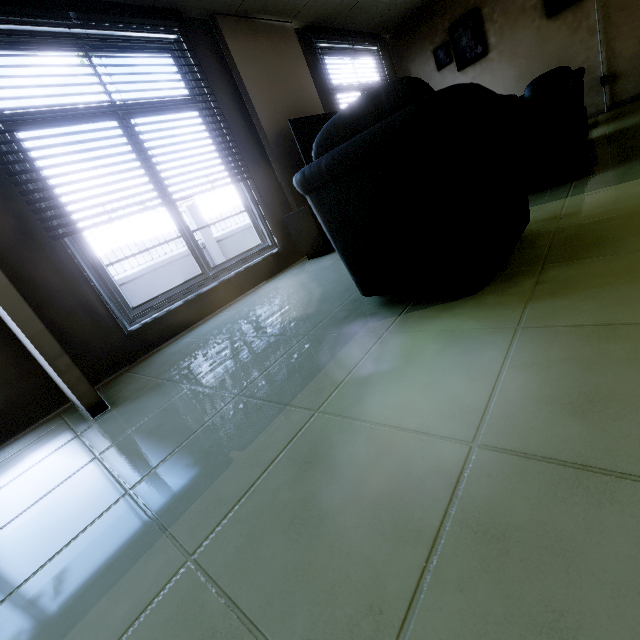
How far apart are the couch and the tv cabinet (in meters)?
1.63

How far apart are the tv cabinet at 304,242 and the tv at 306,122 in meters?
0.0

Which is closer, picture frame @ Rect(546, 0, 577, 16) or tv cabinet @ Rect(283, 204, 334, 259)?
tv cabinet @ Rect(283, 204, 334, 259)

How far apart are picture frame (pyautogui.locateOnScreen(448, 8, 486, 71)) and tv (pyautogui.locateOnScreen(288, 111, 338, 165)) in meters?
3.0

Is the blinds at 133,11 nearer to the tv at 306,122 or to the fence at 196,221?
the tv at 306,122

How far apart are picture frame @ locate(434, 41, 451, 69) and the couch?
5.6m

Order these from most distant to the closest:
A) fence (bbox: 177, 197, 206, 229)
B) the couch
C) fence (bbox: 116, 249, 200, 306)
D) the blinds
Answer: fence (bbox: 177, 197, 206, 229) → fence (bbox: 116, 249, 200, 306) → the blinds → the couch

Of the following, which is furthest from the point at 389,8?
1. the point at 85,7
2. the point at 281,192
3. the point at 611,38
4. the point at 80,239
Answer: the point at 80,239
